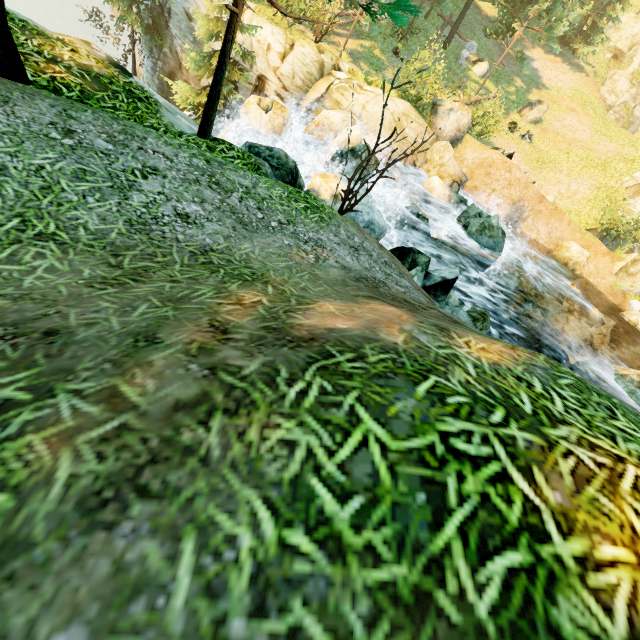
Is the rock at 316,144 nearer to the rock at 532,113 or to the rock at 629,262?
the rock at 629,262

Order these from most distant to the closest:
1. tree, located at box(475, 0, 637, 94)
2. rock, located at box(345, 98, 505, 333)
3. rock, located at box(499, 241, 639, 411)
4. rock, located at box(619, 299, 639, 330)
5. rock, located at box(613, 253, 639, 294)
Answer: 1. tree, located at box(475, 0, 637, 94)
2. rock, located at box(613, 253, 639, 294)
3. rock, located at box(619, 299, 639, 330)
4. rock, located at box(499, 241, 639, 411)
5. rock, located at box(345, 98, 505, 333)

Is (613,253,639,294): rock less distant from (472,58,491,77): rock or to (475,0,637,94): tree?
(475,0,637,94): tree

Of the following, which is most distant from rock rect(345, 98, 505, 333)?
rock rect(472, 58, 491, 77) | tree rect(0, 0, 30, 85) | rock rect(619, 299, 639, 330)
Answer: rock rect(472, 58, 491, 77)

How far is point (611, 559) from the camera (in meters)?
1.13

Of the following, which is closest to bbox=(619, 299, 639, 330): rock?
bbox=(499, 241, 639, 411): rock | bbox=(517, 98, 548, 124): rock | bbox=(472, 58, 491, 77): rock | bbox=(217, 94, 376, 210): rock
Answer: bbox=(499, 241, 639, 411): rock

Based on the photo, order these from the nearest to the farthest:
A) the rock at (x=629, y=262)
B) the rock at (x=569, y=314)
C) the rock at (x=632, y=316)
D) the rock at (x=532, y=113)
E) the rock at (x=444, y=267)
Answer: the rock at (x=444, y=267), the rock at (x=569, y=314), the rock at (x=632, y=316), the rock at (x=629, y=262), the rock at (x=532, y=113)

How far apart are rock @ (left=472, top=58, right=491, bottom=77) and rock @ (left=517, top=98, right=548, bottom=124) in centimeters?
329cm
